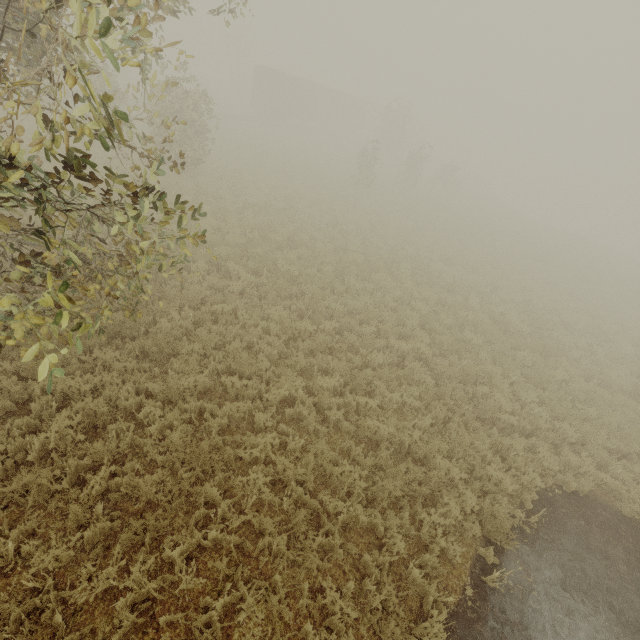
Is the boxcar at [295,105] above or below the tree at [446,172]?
below

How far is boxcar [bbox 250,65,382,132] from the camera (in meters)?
33.59

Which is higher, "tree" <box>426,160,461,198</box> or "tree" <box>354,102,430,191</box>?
"tree" <box>426,160,461,198</box>

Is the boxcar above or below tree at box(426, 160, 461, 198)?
below

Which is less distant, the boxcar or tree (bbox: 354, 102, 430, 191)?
tree (bbox: 354, 102, 430, 191)

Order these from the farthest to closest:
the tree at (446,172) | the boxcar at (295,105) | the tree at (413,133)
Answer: the boxcar at (295,105), the tree at (446,172), the tree at (413,133)

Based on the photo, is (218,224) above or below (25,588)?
above

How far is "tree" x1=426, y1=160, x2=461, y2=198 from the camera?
31.5 meters
